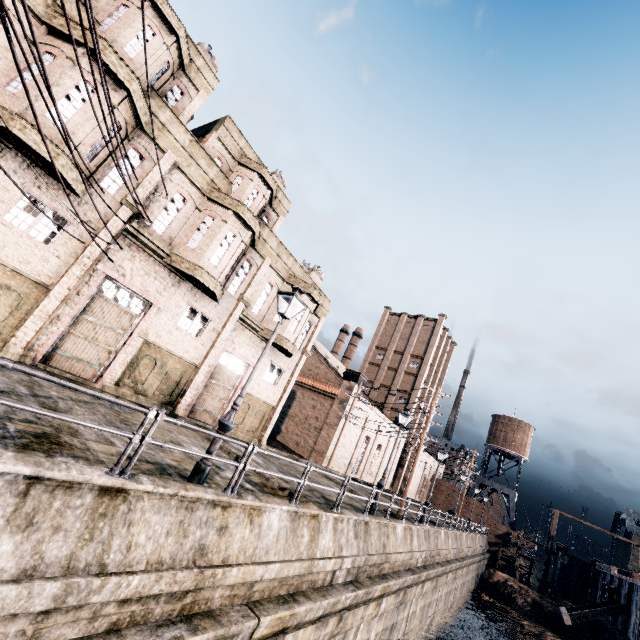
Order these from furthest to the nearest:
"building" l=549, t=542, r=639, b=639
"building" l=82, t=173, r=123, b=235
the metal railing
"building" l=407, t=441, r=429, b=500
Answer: "building" l=407, t=441, r=429, b=500 → "building" l=549, t=542, r=639, b=639 → "building" l=82, t=173, r=123, b=235 → the metal railing

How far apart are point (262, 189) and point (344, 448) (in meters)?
27.81

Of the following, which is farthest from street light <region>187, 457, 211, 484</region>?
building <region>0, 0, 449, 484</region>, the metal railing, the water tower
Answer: the water tower

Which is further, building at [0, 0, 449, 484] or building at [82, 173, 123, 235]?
building at [82, 173, 123, 235]

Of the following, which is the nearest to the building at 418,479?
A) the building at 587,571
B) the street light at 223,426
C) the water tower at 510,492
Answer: the water tower at 510,492

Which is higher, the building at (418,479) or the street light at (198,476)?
the building at (418,479)

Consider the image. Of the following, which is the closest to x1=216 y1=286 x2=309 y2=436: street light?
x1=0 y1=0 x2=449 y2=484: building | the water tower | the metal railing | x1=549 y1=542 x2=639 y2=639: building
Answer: the metal railing

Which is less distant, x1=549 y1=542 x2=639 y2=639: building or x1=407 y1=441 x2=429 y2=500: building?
x1=549 y1=542 x2=639 y2=639: building
